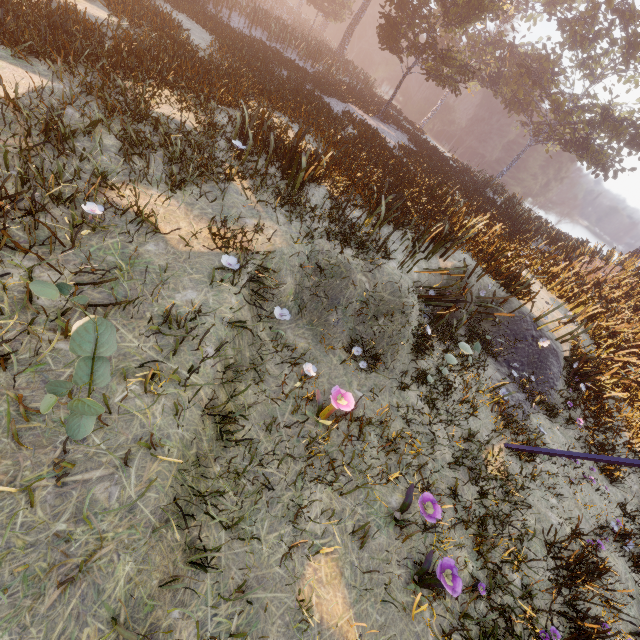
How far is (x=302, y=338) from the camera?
6.1m
